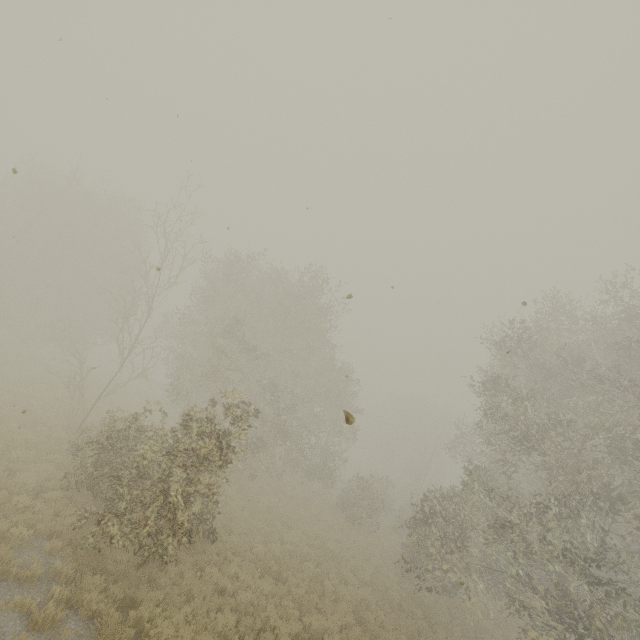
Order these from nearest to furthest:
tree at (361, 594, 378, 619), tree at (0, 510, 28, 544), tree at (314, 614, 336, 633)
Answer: tree at (0, 510, 28, 544)
tree at (314, 614, 336, 633)
tree at (361, 594, 378, 619)

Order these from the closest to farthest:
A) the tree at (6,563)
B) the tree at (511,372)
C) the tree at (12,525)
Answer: the tree at (6,563)
the tree at (12,525)
the tree at (511,372)

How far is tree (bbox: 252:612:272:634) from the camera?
9.3m

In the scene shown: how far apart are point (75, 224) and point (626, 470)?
41.5 meters

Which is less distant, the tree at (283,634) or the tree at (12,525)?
the tree at (12,525)

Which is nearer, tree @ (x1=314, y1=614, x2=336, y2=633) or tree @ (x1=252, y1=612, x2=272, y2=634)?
tree @ (x1=252, y1=612, x2=272, y2=634)
